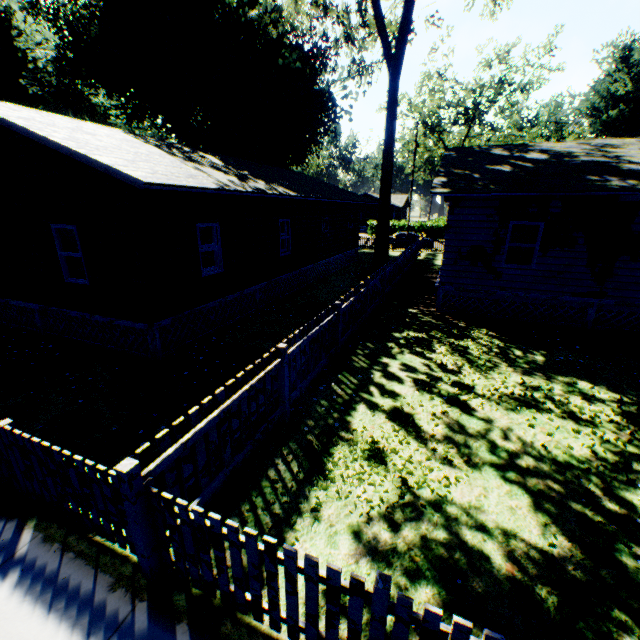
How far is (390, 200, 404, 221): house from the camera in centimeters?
5472cm

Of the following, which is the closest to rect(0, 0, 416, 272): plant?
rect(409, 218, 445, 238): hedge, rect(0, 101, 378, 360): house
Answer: rect(0, 101, 378, 360): house

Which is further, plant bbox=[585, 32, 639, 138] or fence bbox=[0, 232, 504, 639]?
plant bbox=[585, 32, 639, 138]

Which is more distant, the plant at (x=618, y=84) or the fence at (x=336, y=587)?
the plant at (x=618, y=84)

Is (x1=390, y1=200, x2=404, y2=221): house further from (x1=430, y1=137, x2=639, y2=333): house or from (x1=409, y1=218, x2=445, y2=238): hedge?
(x1=430, y1=137, x2=639, y2=333): house

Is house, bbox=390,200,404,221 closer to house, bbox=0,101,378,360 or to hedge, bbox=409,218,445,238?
hedge, bbox=409,218,445,238

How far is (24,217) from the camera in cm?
908

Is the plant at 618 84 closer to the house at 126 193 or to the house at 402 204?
the house at 126 193
